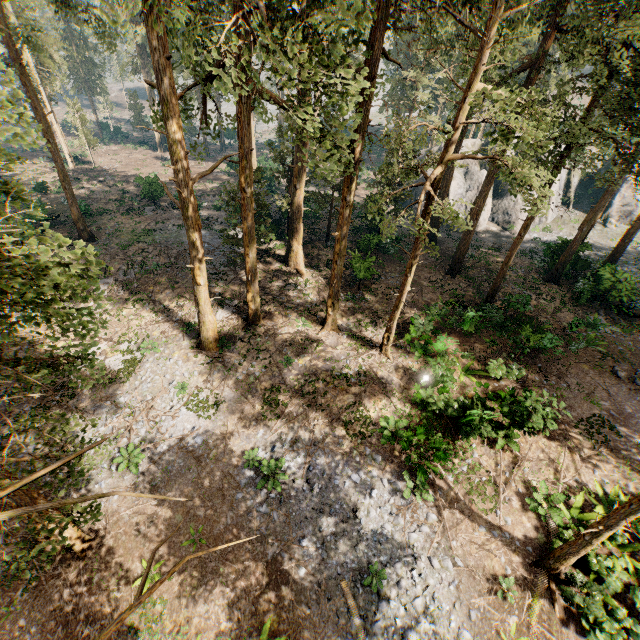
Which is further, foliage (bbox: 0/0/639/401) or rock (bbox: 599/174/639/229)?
rock (bbox: 599/174/639/229)

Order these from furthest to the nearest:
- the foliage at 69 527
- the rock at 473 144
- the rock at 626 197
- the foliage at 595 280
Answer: the rock at 473 144, the rock at 626 197, the foliage at 595 280, the foliage at 69 527

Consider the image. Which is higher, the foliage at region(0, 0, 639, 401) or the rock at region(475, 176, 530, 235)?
the foliage at region(0, 0, 639, 401)

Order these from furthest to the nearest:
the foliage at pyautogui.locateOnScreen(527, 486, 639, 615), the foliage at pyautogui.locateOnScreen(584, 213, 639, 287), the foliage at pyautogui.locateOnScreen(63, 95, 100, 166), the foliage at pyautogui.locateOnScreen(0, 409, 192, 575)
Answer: the foliage at pyautogui.locateOnScreen(63, 95, 100, 166) → the foliage at pyautogui.locateOnScreen(584, 213, 639, 287) → the foliage at pyautogui.locateOnScreen(527, 486, 639, 615) → the foliage at pyautogui.locateOnScreen(0, 409, 192, 575)

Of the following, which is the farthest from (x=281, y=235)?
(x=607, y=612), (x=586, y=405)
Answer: (x=607, y=612)

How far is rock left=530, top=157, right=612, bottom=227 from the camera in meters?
37.6

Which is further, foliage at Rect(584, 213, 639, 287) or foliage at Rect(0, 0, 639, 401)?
foliage at Rect(584, 213, 639, 287)

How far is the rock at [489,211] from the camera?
36.0m
